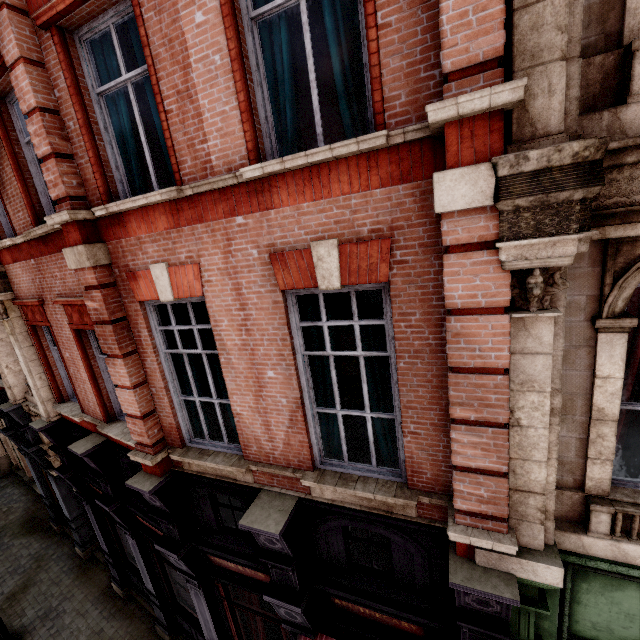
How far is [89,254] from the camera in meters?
4.6
